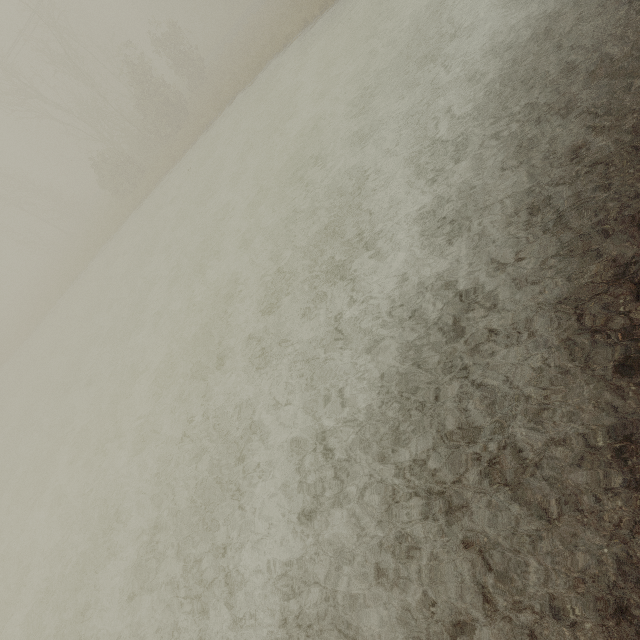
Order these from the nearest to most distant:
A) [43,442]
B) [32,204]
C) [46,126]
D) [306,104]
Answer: [306,104] < [43,442] < [32,204] < [46,126]
